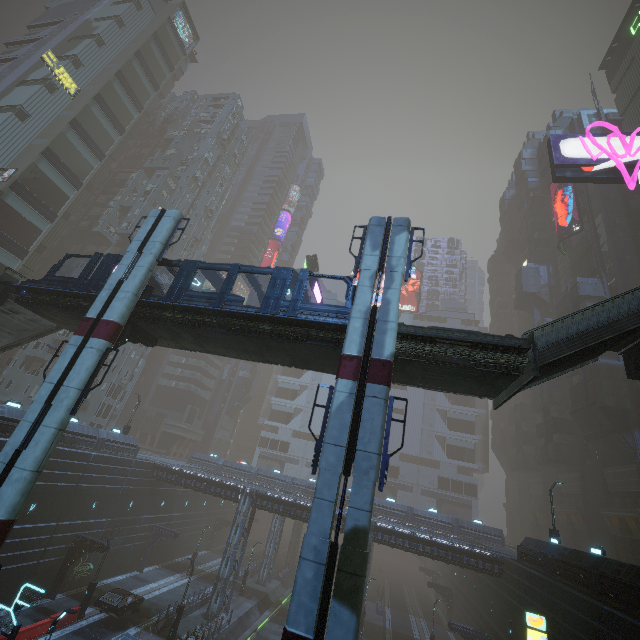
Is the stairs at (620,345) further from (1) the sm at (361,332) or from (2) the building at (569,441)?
(2) the building at (569,441)

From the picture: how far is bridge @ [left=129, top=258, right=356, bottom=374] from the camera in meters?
16.1 m

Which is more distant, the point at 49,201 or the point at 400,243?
the point at 49,201

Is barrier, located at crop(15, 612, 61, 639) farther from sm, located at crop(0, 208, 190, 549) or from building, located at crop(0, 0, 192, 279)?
sm, located at crop(0, 208, 190, 549)

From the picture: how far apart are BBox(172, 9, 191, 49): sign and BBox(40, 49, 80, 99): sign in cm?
2328

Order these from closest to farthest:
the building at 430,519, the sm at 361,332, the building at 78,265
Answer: the sm at 361,332 < the building at 430,519 < the building at 78,265

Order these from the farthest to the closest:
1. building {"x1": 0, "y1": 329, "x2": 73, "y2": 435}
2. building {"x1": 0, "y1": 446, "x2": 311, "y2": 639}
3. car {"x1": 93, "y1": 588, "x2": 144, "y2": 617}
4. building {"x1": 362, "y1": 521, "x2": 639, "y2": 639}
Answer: building {"x1": 0, "y1": 446, "x2": 311, "y2": 639} < car {"x1": 93, "y1": 588, "x2": 144, "y2": 617} < building {"x1": 0, "y1": 329, "x2": 73, "y2": 435} < building {"x1": 362, "y1": 521, "x2": 639, "y2": 639}

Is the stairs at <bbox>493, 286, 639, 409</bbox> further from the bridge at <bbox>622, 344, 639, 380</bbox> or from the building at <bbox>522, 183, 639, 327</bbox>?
the building at <bbox>522, 183, 639, 327</bbox>
